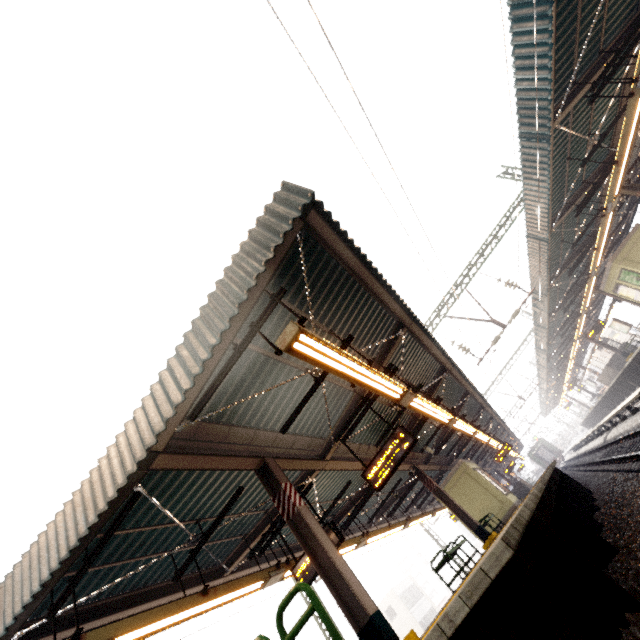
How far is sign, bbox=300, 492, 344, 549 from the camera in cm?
743

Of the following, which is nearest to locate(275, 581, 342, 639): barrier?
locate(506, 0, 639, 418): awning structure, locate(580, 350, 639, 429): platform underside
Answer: locate(506, 0, 639, 418): awning structure

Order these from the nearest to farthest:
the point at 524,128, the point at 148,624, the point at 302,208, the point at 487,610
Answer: the point at 487,610 → the point at 302,208 → the point at 148,624 → the point at 524,128

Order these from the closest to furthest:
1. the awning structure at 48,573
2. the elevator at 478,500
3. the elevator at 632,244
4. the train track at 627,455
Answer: the awning structure at 48,573, the train track at 627,455, the elevator at 478,500, the elevator at 632,244

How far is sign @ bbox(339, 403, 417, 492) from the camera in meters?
7.4

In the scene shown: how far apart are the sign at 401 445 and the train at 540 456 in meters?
60.4 m

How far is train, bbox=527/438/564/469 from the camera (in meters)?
52.72

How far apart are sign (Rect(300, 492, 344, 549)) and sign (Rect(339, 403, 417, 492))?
1.3 meters
